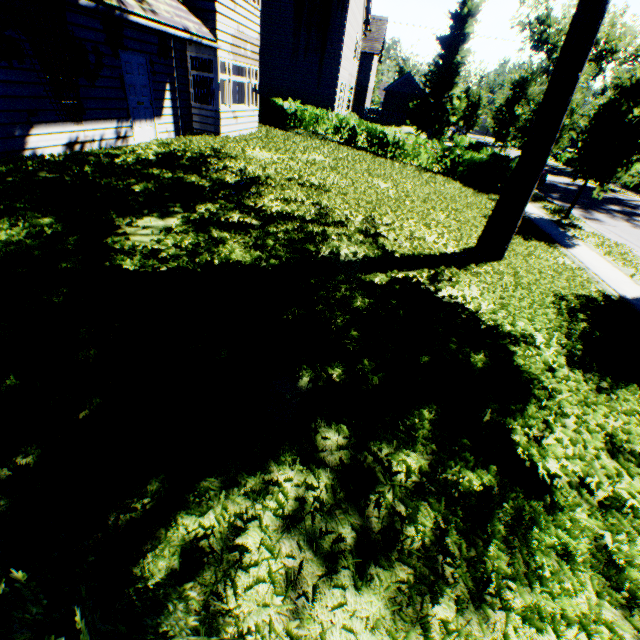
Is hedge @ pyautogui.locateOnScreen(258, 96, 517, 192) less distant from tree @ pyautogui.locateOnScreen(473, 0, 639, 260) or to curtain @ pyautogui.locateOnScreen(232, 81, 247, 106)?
tree @ pyautogui.locateOnScreen(473, 0, 639, 260)

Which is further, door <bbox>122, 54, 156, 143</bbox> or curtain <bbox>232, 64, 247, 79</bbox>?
curtain <bbox>232, 64, 247, 79</bbox>

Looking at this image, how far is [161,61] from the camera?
10.14m

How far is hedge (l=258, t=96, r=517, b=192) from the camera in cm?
1889

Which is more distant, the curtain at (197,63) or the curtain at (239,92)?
the curtain at (239,92)

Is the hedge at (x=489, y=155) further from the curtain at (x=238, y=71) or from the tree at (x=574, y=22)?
the curtain at (x=238, y=71)

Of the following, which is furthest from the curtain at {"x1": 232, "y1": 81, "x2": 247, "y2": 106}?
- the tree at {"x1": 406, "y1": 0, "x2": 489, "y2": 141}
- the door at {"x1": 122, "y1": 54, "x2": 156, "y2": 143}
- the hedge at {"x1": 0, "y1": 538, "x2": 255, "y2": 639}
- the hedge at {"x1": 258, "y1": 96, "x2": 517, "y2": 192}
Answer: the hedge at {"x1": 0, "y1": 538, "x2": 255, "y2": 639}
